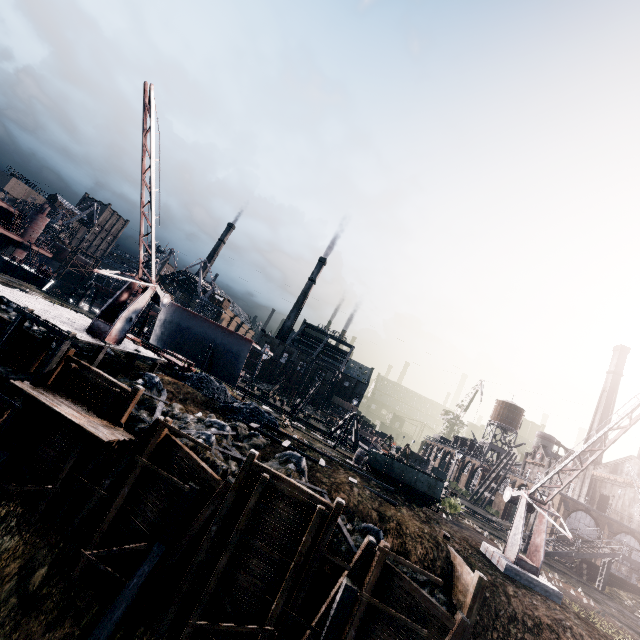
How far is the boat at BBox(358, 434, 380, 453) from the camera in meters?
51.5 m

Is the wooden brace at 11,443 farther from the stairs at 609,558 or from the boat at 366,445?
the boat at 366,445

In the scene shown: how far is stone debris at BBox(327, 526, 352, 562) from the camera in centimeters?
1437cm

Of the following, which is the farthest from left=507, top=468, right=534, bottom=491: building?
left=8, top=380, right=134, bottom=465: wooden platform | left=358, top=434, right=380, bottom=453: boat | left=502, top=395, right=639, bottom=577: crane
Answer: left=8, top=380, right=134, bottom=465: wooden platform

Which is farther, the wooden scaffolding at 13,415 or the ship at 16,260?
the ship at 16,260

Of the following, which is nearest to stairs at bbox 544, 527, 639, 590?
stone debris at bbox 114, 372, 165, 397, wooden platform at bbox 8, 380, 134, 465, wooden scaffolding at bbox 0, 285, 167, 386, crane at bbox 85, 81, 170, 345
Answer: stone debris at bbox 114, 372, 165, 397

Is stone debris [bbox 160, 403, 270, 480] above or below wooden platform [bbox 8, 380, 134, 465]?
Answer: above

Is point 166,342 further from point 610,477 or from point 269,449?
point 610,477
